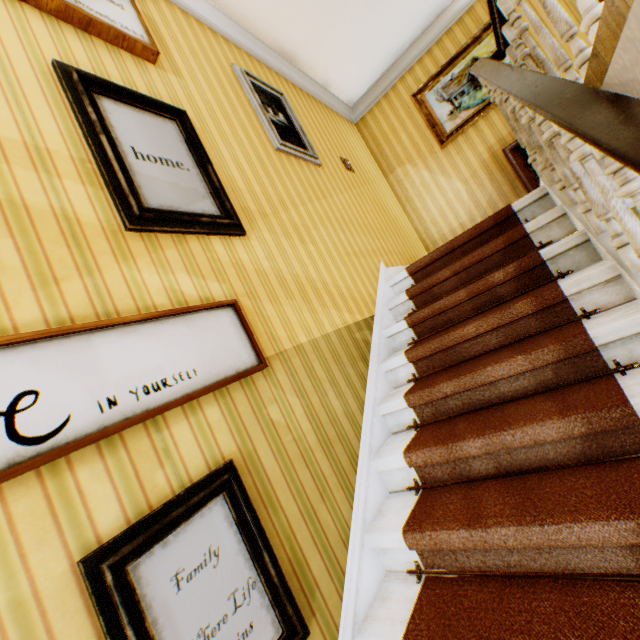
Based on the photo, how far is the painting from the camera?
4.47m

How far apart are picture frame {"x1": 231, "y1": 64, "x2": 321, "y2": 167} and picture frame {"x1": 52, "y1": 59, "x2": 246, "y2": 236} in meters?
1.0 m

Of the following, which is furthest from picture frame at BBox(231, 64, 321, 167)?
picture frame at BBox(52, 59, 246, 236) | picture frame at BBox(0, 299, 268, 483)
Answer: picture frame at BBox(0, 299, 268, 483)

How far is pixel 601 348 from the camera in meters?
1.6 m

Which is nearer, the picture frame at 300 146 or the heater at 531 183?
the picture frame at 300 146

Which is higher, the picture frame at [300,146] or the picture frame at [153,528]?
the picture frame at [300,146]

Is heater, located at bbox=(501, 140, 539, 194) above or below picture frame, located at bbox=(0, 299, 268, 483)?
above

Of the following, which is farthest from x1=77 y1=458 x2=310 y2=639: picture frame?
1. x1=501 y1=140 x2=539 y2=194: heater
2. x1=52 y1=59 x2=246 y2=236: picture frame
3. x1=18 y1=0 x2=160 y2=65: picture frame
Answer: x1=501 y1=140 x2=539 y2=194: heater
